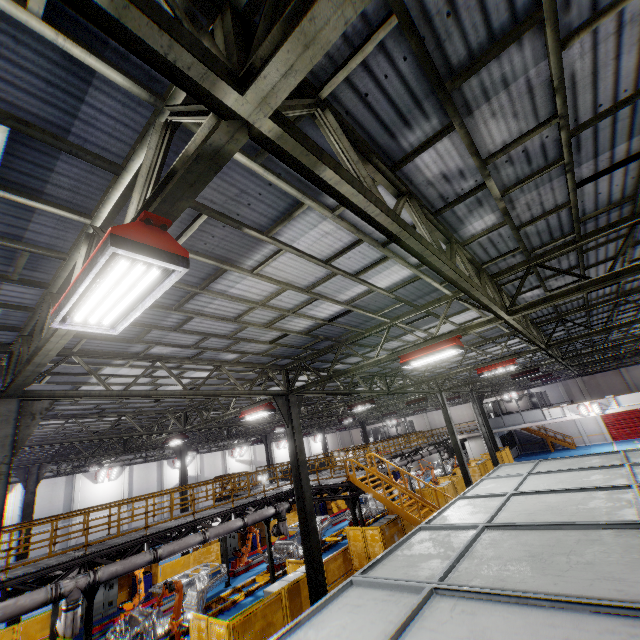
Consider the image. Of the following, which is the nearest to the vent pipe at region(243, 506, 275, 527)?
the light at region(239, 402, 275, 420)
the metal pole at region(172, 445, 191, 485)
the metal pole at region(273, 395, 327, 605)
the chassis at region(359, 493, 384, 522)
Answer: the chassis at region(359, 493, 384, 522)

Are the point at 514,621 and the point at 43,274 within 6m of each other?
no

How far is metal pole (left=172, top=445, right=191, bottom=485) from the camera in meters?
22.2

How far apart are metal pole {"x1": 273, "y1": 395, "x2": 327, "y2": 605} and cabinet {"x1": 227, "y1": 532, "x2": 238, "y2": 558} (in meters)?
15.92

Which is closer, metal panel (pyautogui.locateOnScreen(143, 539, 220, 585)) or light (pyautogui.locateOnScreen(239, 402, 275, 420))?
light (pyautogui.locateOnScreen(239, 402, 275, 420))

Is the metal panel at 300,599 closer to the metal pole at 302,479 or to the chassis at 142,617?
the metal pole at 302,479

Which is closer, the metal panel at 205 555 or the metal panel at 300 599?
the metal panel at 300 599

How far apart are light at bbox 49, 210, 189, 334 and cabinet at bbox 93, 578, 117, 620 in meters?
21.5
